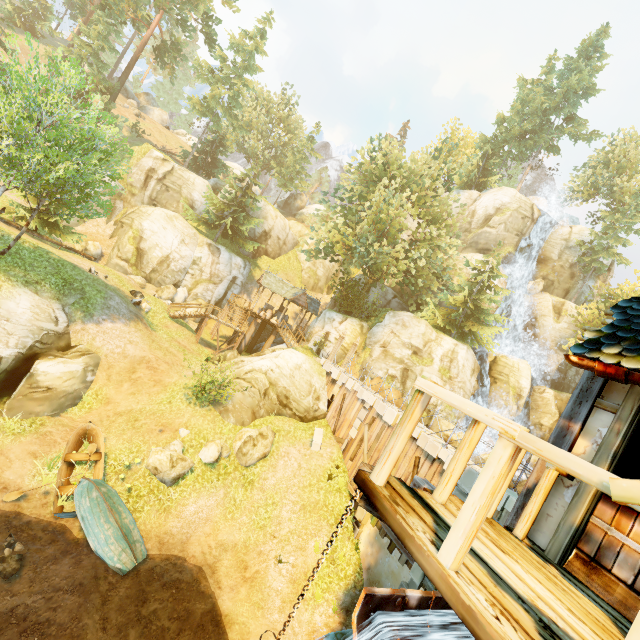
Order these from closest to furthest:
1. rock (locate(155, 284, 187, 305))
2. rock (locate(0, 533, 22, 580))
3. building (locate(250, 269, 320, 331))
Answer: rock (locate(0, 533, 22, 580)) → rock (locate(155, 284, 187, 305)) → building (locate(250, 269, 320, 331))

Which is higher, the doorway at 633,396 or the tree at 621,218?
the tree at 621,218

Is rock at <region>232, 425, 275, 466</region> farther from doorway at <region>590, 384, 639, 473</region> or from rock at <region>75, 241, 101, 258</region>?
rock at <region>75, 241, 101, 258</region>

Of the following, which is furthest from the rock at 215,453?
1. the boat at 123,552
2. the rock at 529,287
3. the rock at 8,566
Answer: the rock at 529,287

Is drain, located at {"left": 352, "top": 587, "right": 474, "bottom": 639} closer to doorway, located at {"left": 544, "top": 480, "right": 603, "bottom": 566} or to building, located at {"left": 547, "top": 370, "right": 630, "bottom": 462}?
building, located at {"left": 547, "top": 370, "right": 630, "bottom": 462}

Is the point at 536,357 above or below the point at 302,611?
above

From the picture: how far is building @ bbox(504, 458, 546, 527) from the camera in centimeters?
411cm

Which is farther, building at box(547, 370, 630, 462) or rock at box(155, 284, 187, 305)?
rock at box(155, 284, 187, 305)
